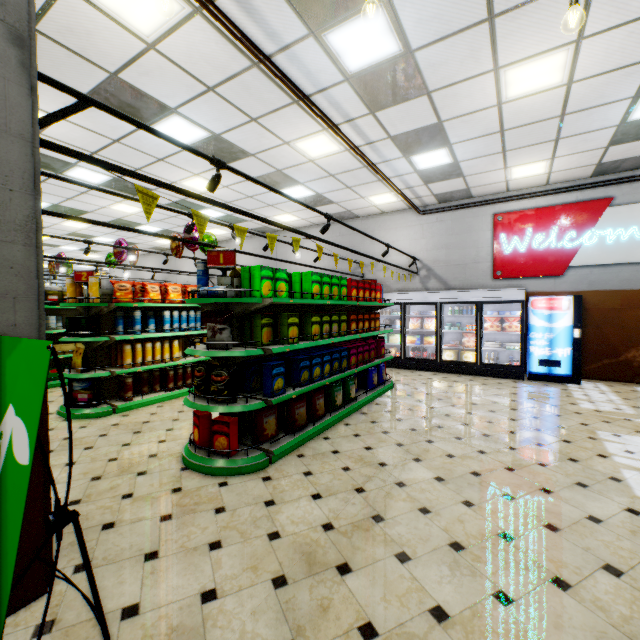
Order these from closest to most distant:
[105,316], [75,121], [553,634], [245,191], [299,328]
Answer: [553,634]
[299,328]
[75,121]
[105,316]
[245,191]

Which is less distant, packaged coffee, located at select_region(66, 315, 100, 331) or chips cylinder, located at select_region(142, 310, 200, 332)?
packaged coffee, located at select_region(66, 315, 100, 331)

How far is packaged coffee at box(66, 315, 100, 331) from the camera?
5.41m

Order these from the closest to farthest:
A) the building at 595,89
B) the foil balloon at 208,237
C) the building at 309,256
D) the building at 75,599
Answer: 1. the building at 75,599
2. the building at 595,89
3. the foil balloon at 208,237
4. the building at 309,256

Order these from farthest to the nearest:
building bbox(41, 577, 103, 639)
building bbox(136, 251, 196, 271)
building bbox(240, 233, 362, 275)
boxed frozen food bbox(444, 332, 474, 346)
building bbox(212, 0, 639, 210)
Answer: building bbox(136, 251, 196, 271), building bbox(240, 233, 362, 275), boxed frozen food bbox(444, 332, 474, 346), building bbox(212, 0, 639, 210), building bbox(41, 577, 103, 639)

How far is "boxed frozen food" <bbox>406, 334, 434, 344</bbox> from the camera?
9.28m

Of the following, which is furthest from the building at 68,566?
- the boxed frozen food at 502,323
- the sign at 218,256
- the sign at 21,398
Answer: the sign at 218,256

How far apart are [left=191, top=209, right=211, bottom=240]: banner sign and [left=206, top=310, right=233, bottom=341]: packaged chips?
0.7m
